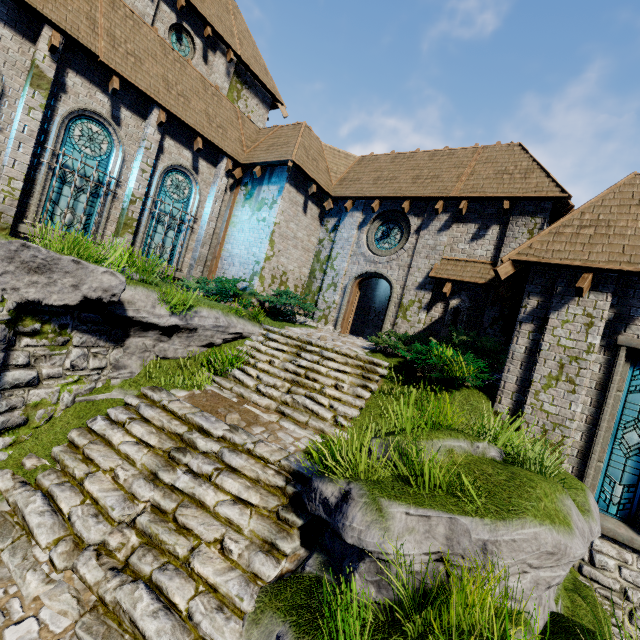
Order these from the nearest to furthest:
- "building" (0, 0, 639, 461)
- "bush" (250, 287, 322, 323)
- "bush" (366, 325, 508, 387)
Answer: "building" (0, 0, 639, 461) → "bush" (366, 325, 508, 387) → "bush" (250, 287, 322, 323)

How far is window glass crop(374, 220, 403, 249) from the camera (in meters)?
13.29

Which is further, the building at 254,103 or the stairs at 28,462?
the building at 254,103

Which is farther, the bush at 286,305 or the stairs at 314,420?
the bush at 286,305

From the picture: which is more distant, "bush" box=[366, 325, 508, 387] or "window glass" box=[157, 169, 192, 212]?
"window glass" box=[157, 169, 192, 212]

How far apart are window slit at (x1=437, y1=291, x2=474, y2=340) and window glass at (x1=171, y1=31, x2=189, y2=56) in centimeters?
1575cm

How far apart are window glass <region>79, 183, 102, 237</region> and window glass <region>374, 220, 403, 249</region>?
9.9m

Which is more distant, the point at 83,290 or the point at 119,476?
the point at 83,290
